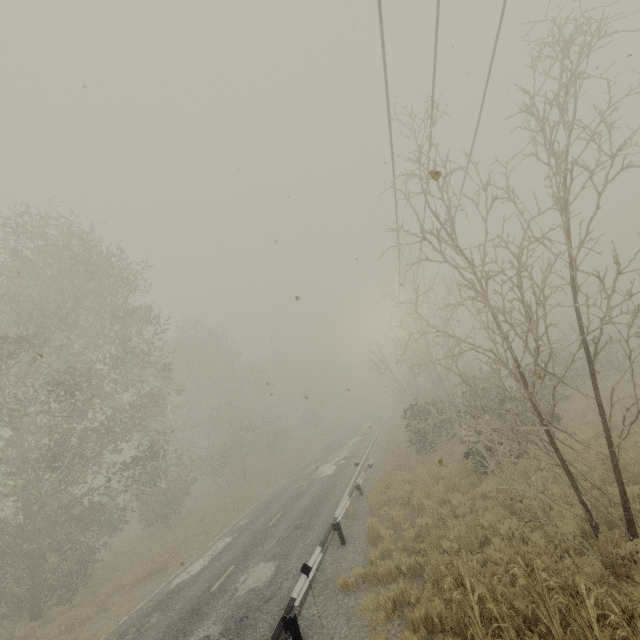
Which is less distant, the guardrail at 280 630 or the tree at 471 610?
the tree at 471 610

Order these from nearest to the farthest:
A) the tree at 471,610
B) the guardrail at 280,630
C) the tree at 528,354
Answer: the tree at 471,610 → the tree at 528,354 → the guardrail at 280,630

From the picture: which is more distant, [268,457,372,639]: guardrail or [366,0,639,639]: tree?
[268,457,372,639]: guardrail

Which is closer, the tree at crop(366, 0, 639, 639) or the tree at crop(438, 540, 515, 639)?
the tree at crop(438, 540, 515, 639)

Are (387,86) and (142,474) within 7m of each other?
no

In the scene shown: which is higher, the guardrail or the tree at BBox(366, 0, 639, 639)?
the tree at BBox(366, 0, 639, 639)

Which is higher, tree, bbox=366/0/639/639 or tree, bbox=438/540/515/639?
tree, bbox=366/0/639/639
